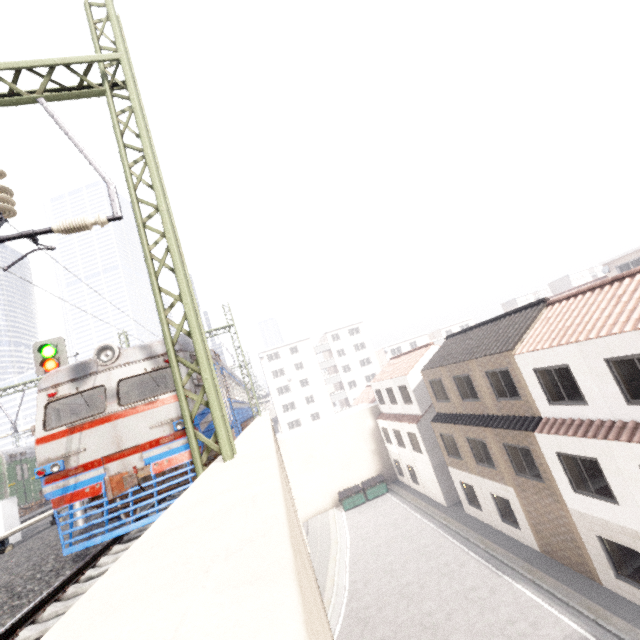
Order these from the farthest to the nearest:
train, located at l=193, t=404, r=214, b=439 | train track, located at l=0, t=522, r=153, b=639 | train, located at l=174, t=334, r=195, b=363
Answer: train, located at l=174, t=334, r=195, b=363, train, located at l=193, t=404, r=214, b=439, train track, located at l=0, t=522, r=153, b=639

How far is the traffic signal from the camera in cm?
1042

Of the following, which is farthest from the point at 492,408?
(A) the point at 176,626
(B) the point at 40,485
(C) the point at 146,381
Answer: (B) the point at 40,485

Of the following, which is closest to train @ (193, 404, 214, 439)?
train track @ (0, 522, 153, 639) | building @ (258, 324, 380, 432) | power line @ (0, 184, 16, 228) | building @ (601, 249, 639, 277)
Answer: train track @ (0, 522, 153, 639)

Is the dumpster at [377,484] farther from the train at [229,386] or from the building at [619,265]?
the building at [619,265]

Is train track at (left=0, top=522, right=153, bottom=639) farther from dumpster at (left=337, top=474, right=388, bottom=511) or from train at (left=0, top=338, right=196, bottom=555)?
dumpster at (left=337, top=474, right=388, bottom=511)

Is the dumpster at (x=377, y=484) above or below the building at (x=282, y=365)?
below

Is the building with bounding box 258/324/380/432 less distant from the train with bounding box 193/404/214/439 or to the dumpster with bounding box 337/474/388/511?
the train with bounding box 193/404/214/439
